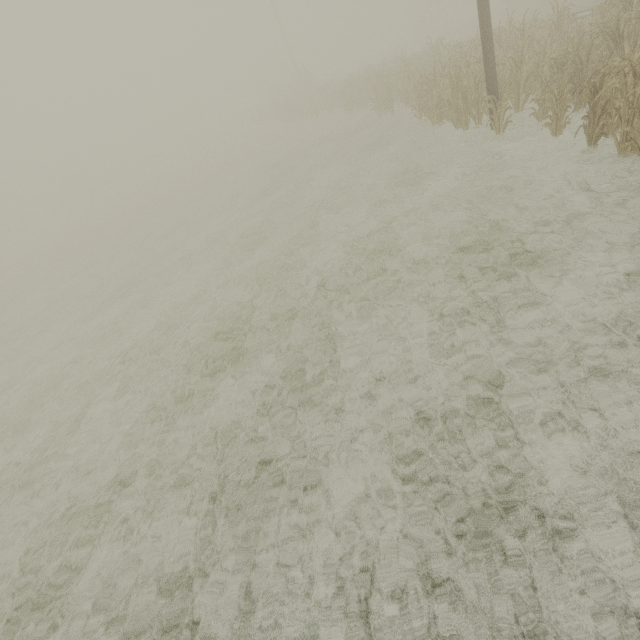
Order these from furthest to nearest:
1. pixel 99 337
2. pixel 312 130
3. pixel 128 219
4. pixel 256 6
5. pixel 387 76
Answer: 1. pixel 256 6
2. pixel 128 219
3. pixel 312 130
4. pixel 387 76
5. pixel 99 337

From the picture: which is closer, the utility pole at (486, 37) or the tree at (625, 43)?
the tree at (625, 43)

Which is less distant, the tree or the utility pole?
the tree
